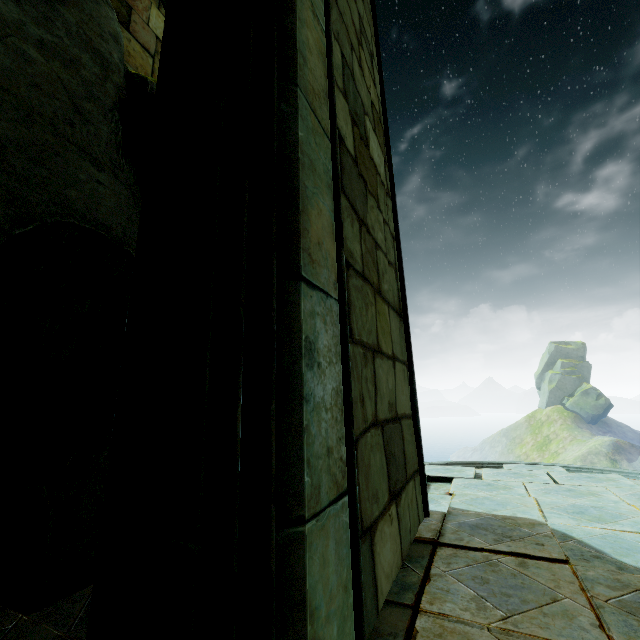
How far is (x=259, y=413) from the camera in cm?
108

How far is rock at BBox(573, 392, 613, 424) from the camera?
57.91m

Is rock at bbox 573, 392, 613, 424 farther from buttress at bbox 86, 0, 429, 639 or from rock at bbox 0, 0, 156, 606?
buttress at bbox 86, 0, 429, 639

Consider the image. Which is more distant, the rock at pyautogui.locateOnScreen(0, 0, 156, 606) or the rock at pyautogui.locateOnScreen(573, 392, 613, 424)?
the rock at pyautogui.locateOnScreen(573, 392, 613, 424)

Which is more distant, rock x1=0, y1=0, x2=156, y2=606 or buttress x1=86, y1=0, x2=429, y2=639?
rock x1=0, y1=0, x2=156, y2=606

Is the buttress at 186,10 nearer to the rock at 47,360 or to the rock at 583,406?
the rock at 47,360

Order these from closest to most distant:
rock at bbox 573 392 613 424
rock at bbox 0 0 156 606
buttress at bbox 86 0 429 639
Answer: buttress at bbox 86 0 429 639, rock at bbox 0 0 156 606, rock at bbox 573 392 613 424
